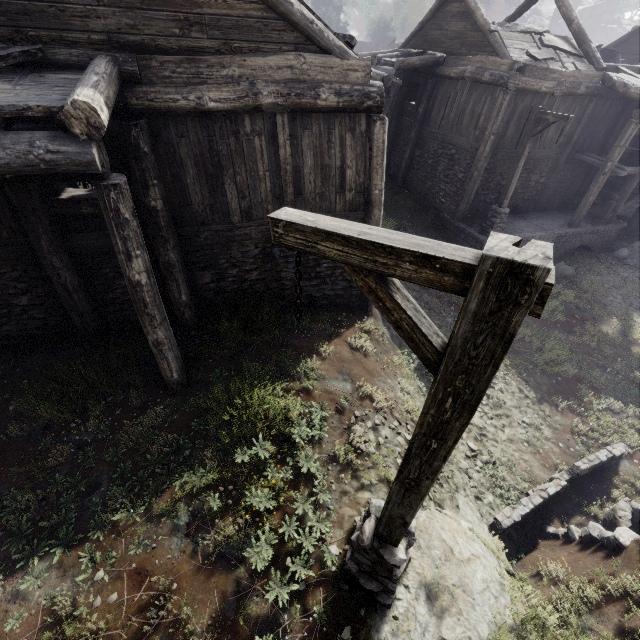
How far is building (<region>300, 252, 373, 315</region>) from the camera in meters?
8.3

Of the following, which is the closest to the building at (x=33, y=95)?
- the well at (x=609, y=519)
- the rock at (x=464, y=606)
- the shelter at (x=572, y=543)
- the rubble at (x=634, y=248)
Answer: the rubble at (x=634, y=248)

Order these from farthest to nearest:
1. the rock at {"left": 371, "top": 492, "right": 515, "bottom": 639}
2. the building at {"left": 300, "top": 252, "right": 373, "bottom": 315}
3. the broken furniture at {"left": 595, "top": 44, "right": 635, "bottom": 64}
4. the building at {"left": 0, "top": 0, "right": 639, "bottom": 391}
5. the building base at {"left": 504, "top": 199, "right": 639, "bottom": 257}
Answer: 1. the broken furniture at {"left": 595, "top": 44, "right": 635, "bottom": 64}
2. the building base at {"left": 504, "top": 199, "right": 639, "bottom": 257}
3. the building at {"left": 300, "top": 252, "right": 373, "bottom": 315}
4. the building at {"left": 0, "top": 0, "right": 639, "bottom": 391}
5. the rock at {"left": 371, "top": 492, "right": 515, "bottom": 639}

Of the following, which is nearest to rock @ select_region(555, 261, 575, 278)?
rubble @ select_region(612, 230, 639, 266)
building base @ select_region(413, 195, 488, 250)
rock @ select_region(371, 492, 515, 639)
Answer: building base @ select_region(413, 195, 488, 250)

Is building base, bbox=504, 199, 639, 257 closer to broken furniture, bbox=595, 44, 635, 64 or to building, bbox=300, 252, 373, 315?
building, bbox=300, 252, 373, 315

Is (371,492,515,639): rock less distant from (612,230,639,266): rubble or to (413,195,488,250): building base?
(413,195,488,250): building base

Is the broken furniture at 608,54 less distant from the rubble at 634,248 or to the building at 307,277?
the building at 307,277

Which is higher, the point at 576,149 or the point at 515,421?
the point at 576,149
